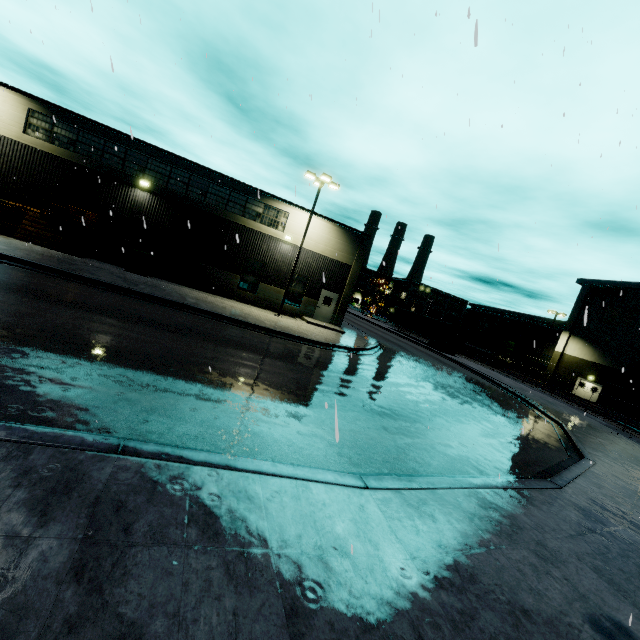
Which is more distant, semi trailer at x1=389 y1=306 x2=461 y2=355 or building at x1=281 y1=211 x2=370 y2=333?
semi trailer at x1=389 y1=306 x2=461 y2=355

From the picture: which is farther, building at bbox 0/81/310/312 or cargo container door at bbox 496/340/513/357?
cargo container door at bbox 496/340/513/357

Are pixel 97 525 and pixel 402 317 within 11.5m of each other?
no

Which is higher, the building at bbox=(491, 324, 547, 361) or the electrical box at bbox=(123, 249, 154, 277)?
the building at bbox=(491, 324, 547, 361)

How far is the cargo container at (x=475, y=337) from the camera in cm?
4655

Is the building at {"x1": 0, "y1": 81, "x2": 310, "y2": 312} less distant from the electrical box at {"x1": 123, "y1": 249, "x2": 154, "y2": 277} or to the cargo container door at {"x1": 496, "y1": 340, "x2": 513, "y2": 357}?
the electrical box at {"x1": 123, "y1": 249, "x2": 154, "y2": 277}

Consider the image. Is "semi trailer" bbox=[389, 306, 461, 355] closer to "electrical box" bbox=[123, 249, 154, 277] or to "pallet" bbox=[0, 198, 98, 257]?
"electrical box" bbox=[123, 249, 154, 277]

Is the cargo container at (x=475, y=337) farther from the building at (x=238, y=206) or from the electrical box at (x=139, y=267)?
the electrical box at (x=139, y=267)
